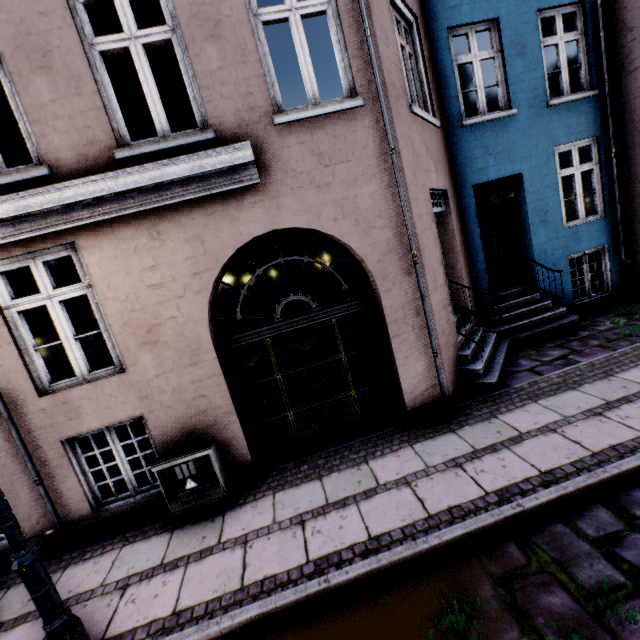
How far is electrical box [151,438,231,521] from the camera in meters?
4.2 m

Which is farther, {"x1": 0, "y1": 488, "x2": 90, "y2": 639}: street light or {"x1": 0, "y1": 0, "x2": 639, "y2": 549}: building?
{"x1": 0, "y1": 0, "x2": 639, "y2": 549}: building

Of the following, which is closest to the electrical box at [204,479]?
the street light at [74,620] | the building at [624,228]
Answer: the building at [624,228]

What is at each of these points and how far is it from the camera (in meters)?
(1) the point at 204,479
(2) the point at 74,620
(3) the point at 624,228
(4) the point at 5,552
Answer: (1) electrical box, 4.27
(2) street light, 2.71
(3) building, 7.48
(4) building, 4.37

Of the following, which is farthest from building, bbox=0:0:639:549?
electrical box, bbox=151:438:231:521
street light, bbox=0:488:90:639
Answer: street light, bbox=0:488:90:639

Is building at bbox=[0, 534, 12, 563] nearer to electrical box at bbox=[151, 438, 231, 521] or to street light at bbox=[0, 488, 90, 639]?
electrical box at bbox=[151, 438, 231, 521]
